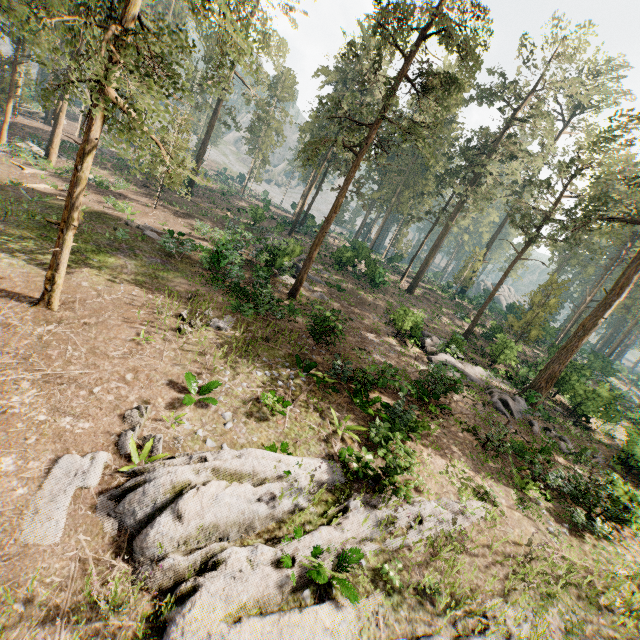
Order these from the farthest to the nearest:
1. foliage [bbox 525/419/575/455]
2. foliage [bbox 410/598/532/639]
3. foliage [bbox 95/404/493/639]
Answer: foliage [bbox 525/419/575/455]
foliage [bbox 410/598/532/639]
foliage [bbox 95/404/493/639]

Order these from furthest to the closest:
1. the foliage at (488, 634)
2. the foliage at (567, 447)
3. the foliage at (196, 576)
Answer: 1. the foliage at (567, 447)
2. the foliage at (488, 634)
3. the foliage at (196, 576)

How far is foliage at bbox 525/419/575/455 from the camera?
19.0m

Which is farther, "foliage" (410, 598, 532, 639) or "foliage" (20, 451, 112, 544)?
"foliage" (410, 598, 532, 639)

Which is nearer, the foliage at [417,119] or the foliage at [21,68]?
the foliage at [21,68]

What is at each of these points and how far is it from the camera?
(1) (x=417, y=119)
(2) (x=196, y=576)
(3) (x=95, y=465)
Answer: (1) foliage, 22.5m
(2) foliage, 6.6m
(3) foliage, 7.8m
